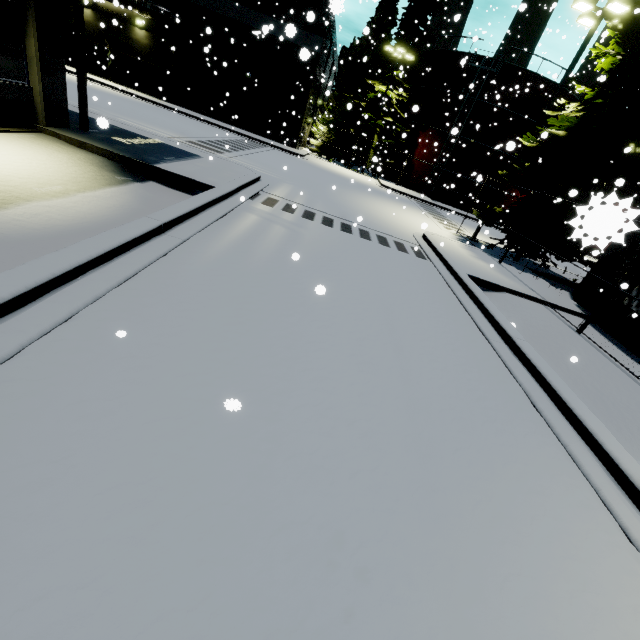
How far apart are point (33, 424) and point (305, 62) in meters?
33.5

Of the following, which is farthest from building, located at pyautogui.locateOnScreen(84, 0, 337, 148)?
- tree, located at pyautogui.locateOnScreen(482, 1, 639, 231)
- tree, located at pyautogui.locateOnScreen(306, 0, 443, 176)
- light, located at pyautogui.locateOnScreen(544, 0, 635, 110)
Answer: light, located at pyautogui.locateOnScreen(544, 0, 635, 110)

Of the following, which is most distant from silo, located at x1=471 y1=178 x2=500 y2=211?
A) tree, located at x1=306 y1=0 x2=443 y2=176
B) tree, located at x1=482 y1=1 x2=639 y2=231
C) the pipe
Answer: the pipe

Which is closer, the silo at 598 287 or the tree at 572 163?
the silo at 598 287

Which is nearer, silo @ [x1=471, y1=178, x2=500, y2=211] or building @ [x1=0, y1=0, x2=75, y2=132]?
building @ [x1=0, y1=0, x2=75, y2=132]

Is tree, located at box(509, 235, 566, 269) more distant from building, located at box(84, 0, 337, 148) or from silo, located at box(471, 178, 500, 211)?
building, located at box(84, 0, 337, 148)

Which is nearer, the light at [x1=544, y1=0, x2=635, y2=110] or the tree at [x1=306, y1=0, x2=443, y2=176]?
the light at [x1=544, y1=0, x2=635, y2=110]
